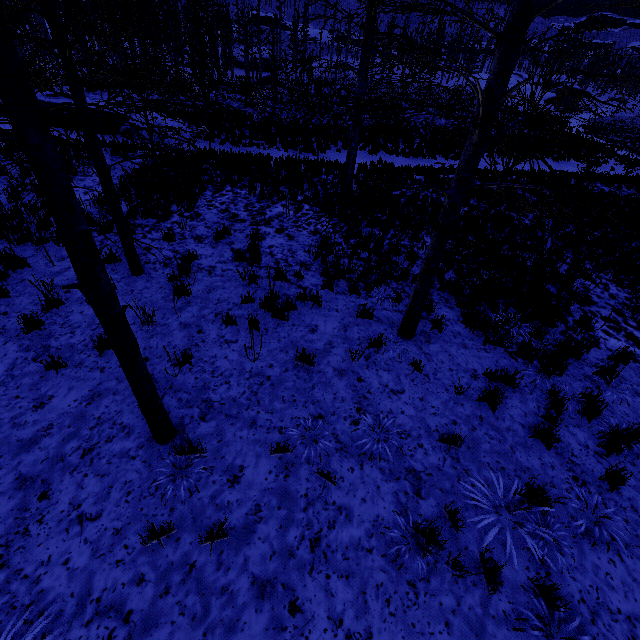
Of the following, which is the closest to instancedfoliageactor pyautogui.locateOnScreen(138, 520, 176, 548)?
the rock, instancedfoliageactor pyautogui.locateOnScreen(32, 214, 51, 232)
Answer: instancedfoliageactor pyautogui.locateOnScreen(32, 214, 51, 232)

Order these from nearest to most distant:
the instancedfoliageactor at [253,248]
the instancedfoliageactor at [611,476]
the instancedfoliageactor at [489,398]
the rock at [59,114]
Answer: the instancedfoliageactor at [611,476] → the instancedfoliageactor at [489,398] → the instancedfoliageactor at [253,248] → the rock at [59,114]

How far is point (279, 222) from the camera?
9.8m

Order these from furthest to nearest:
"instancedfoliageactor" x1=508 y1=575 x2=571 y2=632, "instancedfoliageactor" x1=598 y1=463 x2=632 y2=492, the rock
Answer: the rock → "instancedfoliageactor" x1=598 y1=463 x2=632 y2=492 → "instancedfoliageactor" x1=508 y1=575 x2=571 y2=632

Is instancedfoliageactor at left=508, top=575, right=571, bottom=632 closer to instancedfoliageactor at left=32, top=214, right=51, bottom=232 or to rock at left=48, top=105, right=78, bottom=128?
instancedfoliageactor at left=32, top=214, right=51, bottom=232

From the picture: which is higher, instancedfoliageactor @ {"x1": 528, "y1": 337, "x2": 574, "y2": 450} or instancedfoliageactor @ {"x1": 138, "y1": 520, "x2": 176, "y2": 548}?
instancedfoliageactor @ {"x1": 138, "y1": 520, "x2": 176, "y2": 548}

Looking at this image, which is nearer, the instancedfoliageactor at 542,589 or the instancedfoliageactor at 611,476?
the instancedfoliageactor at 542,589
